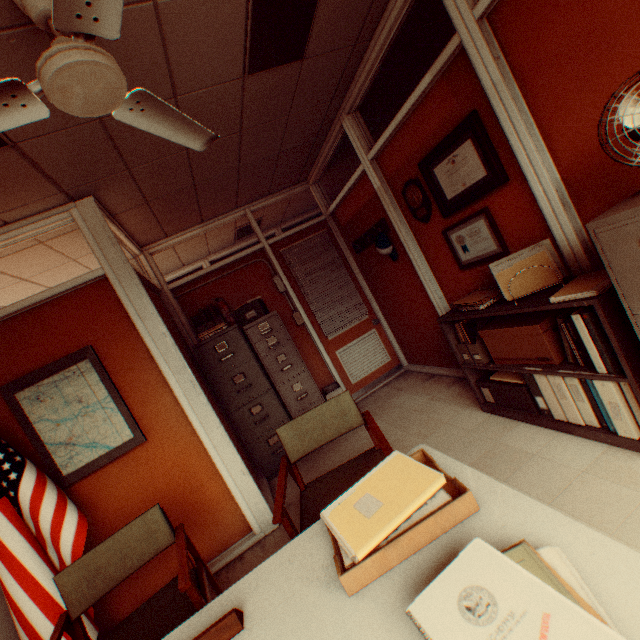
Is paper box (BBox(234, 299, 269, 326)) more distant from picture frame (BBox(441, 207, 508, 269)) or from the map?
picture frame (BBox(441, 207, 508, 269))

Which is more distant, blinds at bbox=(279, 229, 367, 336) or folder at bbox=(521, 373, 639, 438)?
blinds at bbox=(279, 229, 367, 336)

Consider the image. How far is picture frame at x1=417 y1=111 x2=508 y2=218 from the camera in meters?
2.4 m

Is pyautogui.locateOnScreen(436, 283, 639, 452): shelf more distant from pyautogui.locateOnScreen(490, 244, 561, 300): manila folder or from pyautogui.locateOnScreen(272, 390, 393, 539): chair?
pyautogui.locateOnScreen(272, 390, 393, 539): chair

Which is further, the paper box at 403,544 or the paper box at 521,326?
the paper box at 521,326

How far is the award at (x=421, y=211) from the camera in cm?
325

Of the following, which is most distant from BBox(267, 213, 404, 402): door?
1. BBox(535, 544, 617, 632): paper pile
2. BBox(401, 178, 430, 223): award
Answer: BBox(535, 544, 617, 632): paper pile

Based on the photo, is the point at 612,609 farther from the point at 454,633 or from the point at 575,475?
the point at 575,475
